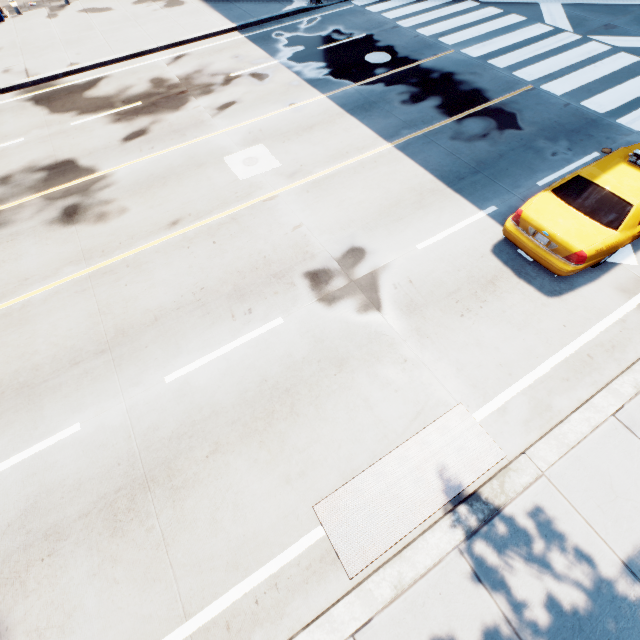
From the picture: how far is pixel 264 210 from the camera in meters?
8.5 m
